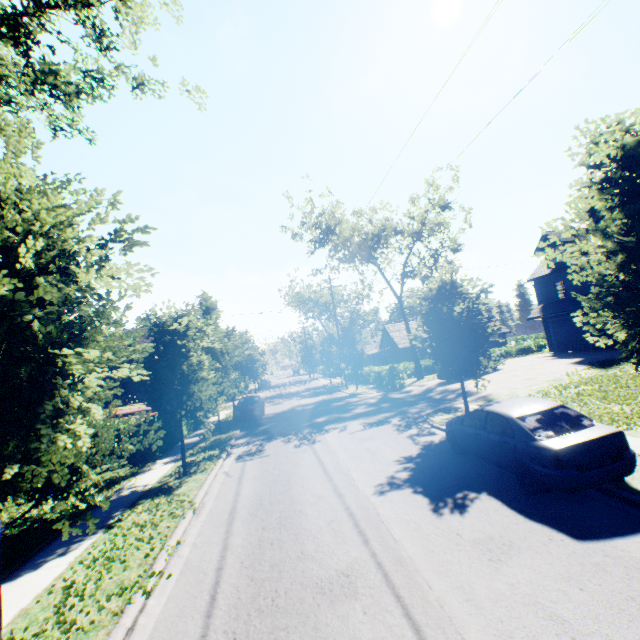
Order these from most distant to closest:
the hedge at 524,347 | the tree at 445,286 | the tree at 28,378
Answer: the hedge at 524,347
the tree at 445,286
the tree at 28,378

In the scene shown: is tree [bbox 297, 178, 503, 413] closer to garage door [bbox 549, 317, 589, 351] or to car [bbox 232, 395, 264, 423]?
car [bbox 232, 395, 264, 423]

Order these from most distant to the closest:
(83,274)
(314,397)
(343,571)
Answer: (314,397) < (343,571) < (83,274)

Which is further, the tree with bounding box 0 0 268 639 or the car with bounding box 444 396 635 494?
the car with bounding box 444 396 635 494

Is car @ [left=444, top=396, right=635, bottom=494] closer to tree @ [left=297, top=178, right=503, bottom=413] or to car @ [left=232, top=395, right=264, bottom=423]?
tree @ [left=297, top=178, right=503, bottom=413]

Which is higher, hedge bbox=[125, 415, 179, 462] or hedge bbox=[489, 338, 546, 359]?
hedge bbox=[489, 338, 546, 359]

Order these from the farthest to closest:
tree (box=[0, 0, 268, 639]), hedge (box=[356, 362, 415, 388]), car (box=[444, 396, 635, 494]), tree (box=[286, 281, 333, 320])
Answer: tree (box=[286, 281, 333, 320]) < hedge (box=[356, 362, 415, 388]) < car (box=[444, 396, 635, 494]) < tree (box=[0, 0, 268, 639])

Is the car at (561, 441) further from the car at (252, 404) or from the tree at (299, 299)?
the car at (252, 404)
